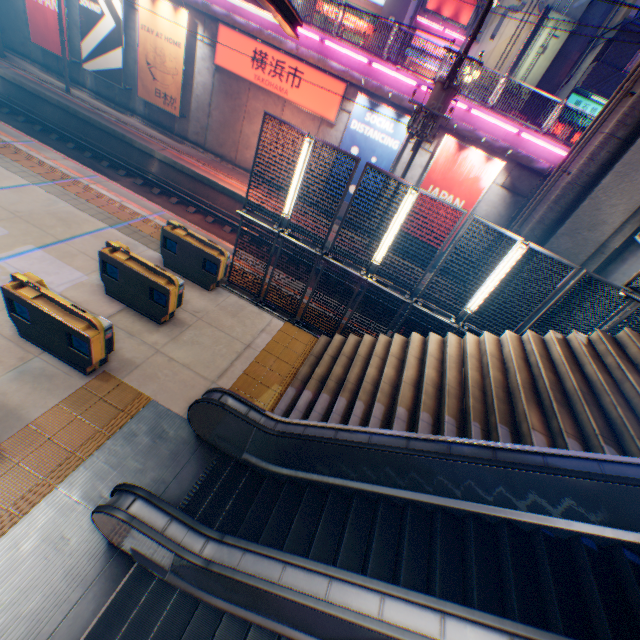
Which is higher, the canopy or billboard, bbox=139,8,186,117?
the canopy

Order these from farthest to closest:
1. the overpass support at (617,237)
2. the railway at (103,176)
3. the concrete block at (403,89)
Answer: the concrete block at (403,89) → the railway at (103,176) → the overpass support at (617,237)

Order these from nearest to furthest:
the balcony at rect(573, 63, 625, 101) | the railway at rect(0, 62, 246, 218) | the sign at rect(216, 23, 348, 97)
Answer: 1. the sign at rect(216, 23, 348, 97)
2. the railway at rect(0, 62, 246, 218)
3. the balcony at rect(573, 63, 625, 101)

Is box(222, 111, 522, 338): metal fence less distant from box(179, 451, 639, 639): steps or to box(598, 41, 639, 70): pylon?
box(598, 41, 639, 70): pylon

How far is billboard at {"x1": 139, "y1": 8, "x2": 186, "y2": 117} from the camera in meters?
15.1

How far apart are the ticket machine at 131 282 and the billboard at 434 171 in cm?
1160

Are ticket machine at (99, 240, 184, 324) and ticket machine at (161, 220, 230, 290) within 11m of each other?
yes

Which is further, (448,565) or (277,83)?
(277,83)
